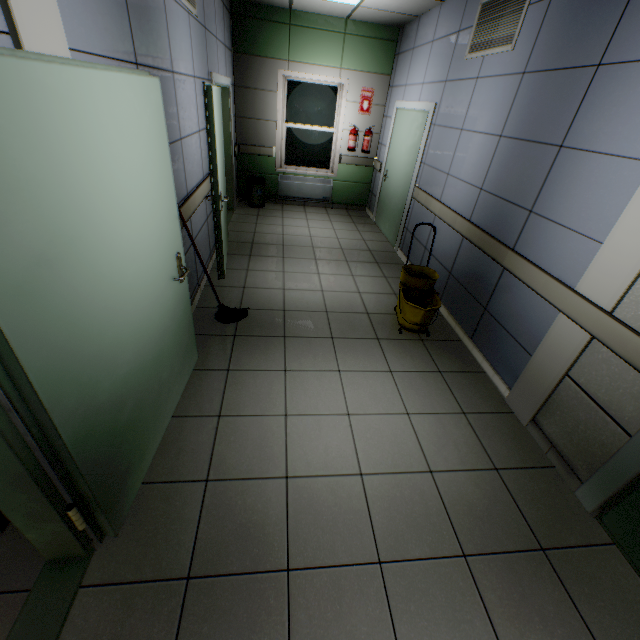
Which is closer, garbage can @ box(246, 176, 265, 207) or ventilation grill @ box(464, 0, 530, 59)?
ventilation grill @ box(464, 0, 530, 59)

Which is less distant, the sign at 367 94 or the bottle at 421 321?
the bottle at 421 321

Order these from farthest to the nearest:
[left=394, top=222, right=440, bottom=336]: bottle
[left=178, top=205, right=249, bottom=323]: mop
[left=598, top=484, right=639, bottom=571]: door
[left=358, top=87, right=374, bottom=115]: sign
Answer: [left=358, top=87, right=374, bottom=115]: sign → [left=394, top=222, right=440, bottom=336]: bottle → [left=178, top=205, right=249, bottom=323]: mop → [left=598, top=484, right=639, bottom=571]: door

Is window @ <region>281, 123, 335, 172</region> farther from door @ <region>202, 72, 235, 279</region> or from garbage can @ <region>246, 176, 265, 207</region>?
door @ <region>202, 72, 235, 279</region>

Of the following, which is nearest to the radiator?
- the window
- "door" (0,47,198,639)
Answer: the window

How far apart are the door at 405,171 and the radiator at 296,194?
1.2m

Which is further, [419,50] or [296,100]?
[296,100]

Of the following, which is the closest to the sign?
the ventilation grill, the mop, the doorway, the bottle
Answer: the ventilation grill
